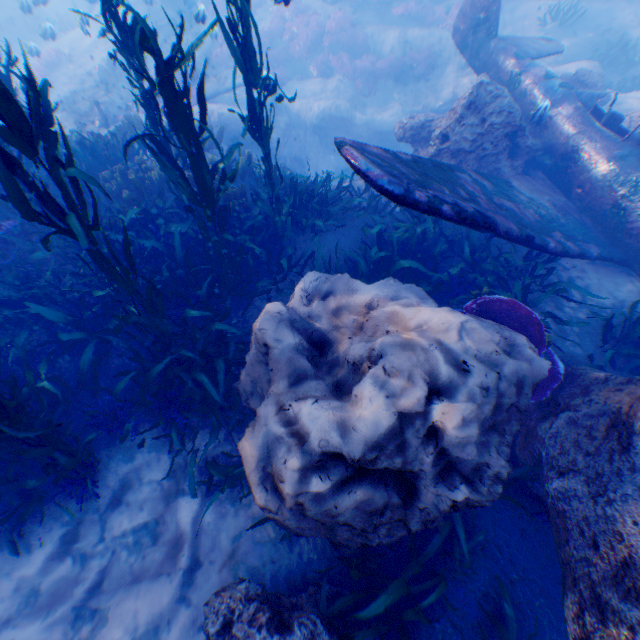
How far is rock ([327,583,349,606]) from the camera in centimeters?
328cm

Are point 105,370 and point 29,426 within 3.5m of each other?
yes

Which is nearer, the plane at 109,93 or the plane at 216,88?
the plane at 109,93

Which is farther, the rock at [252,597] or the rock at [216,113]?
the rock at [216,113]

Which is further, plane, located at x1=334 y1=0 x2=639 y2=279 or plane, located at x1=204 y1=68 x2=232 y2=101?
plane, located at x1=204 y1=68 x2=232 y2=101

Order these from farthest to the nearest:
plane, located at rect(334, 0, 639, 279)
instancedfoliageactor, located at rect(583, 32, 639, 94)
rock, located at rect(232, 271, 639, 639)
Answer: instancedfoliageactor, located at rect(583, 32, 639, 94) < plane, located at rect(334, 0, 639, 279) < rock, located at rect(232, 271, 639, 639)

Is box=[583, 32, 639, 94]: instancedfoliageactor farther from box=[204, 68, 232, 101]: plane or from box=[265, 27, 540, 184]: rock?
box=[204, 68, 232, 101]: plane

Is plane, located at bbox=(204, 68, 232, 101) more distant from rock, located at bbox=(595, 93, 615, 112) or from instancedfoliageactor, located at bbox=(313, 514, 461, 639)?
instancedfoliageactor, located at bbox=(313, 514, 461, 639)
